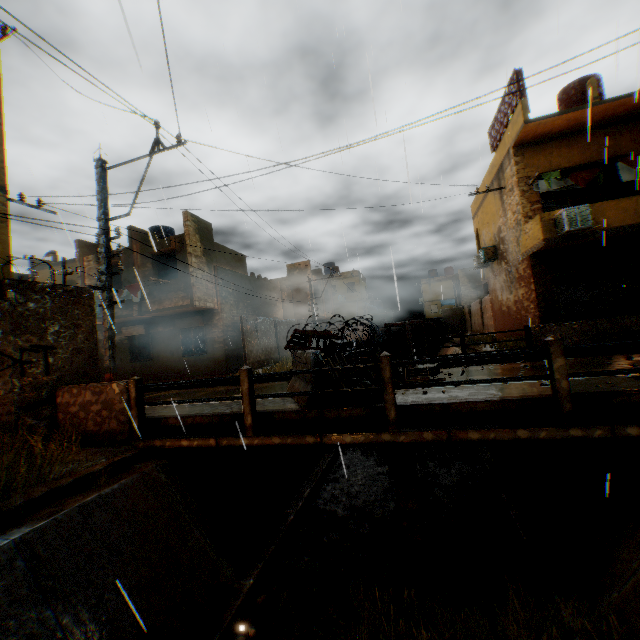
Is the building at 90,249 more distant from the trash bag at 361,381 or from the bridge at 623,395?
the bridge at 623,395

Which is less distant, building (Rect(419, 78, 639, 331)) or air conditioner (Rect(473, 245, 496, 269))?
building (Rect(419, 78, 639, 331))

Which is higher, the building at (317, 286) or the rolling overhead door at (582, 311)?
the building at (317, 286)

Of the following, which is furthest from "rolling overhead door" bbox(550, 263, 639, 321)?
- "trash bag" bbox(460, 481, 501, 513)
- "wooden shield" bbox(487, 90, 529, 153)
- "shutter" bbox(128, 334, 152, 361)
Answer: "shutter" bbox(128, 334, 152, 361)

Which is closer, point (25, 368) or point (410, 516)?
point (410, 516)

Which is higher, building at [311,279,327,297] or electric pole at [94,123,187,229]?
building at [311,279,327,297]

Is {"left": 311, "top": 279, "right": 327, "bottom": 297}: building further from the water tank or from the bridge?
the bridge

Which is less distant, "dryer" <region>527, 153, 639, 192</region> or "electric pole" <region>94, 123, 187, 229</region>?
"electric pole" <region>94, 123, 187, 229</region>
